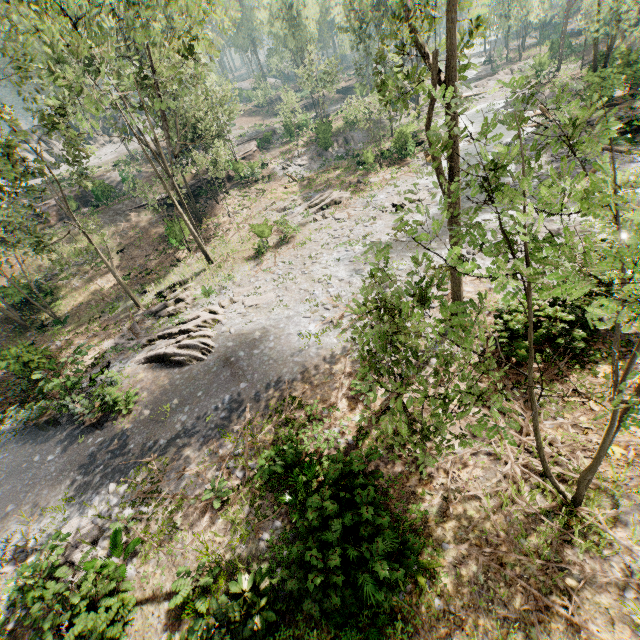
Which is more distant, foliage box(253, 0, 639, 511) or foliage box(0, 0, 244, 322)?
foliage box(0, 0, 244, 322)

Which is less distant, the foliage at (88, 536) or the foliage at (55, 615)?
the foliage at (55, 615)

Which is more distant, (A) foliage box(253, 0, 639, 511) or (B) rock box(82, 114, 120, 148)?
(B) rock box(82, 114, 120, 148)

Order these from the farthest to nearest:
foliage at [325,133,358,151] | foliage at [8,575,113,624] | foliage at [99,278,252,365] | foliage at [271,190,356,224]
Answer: foliage at [325,133,358,151], foliage at [271,190,356,224], foliage at [99,278,252,365], foliage at [8,575,113,624]

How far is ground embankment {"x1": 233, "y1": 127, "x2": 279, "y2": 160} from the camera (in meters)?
40.66

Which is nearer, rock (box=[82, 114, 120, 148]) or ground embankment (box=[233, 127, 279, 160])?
ground embankment (box=[233, 127, 279, 160])

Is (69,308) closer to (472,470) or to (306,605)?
(306,605)

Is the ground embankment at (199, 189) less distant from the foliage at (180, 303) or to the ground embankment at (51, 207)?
the foliage at (180, 303)
